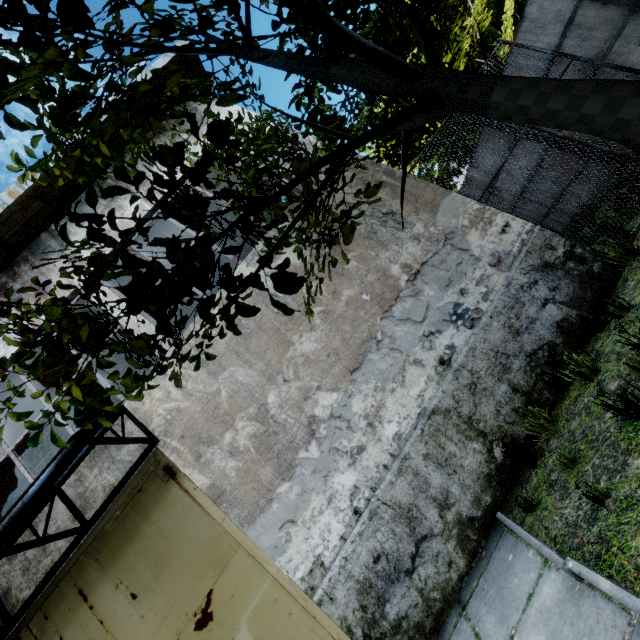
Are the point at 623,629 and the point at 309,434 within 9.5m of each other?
yes

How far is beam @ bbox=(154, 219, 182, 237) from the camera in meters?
7.4

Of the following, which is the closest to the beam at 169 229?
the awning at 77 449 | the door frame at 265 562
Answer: the awning at 77 449

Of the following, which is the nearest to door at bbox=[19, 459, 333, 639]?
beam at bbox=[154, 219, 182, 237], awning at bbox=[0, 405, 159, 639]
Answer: awning at bbox=[0, 405, 159, 639]

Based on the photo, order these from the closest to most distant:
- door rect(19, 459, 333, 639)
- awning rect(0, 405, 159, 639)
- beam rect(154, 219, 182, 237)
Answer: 1. awning rect(0, 405, 159, 639)
2. door rect(19, 459, 333, 639)
3. beam rect(154, 219, 182, 237)

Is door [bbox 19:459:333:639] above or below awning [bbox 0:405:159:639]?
below

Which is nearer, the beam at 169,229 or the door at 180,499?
the door at 180,499

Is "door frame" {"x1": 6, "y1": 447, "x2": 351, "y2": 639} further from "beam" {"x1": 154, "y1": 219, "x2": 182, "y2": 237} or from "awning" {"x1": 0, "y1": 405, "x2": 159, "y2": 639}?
"beam" {"x1": 154, "y1": 219, "x2": 182, "y2": 237}
